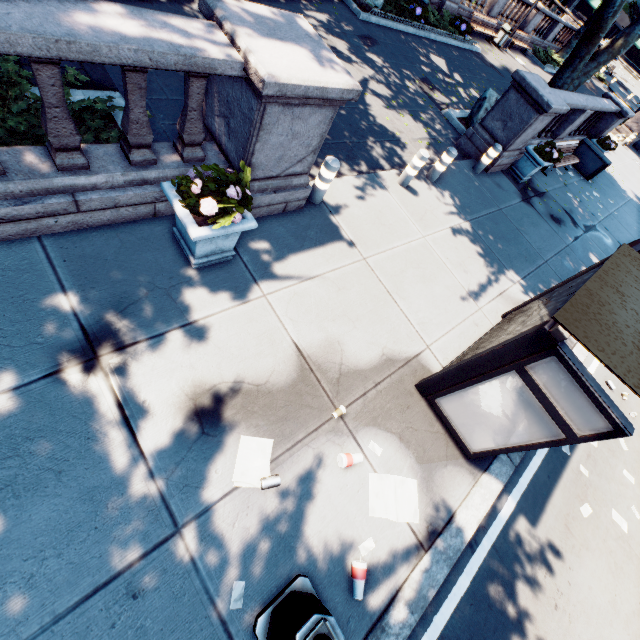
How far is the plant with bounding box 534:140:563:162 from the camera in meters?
9.7

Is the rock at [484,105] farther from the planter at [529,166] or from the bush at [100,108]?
the bush at [100,108]

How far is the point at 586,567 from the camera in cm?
482

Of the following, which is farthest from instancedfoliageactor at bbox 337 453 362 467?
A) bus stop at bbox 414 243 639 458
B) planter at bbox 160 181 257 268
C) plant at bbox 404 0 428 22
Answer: plant at bbox 404 0 428 22

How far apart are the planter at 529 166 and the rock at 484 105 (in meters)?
1.34

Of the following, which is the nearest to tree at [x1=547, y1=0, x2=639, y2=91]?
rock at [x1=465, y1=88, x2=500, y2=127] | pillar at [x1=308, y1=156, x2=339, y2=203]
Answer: rock at [x1=465, y1=88, x2=500, y2=127]

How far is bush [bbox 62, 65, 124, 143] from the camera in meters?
4.1 m

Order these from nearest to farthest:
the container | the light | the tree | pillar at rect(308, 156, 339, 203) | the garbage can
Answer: the light < pillar at rect(308, 156, 339, 203) < the tree < the container < the garbage can
